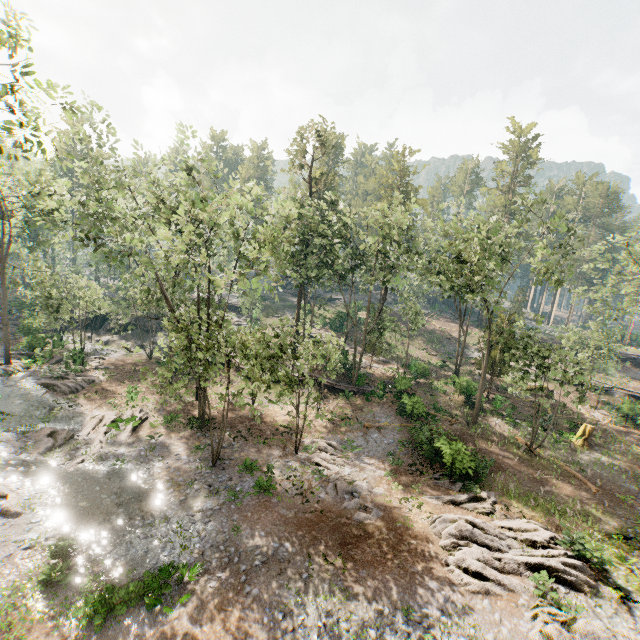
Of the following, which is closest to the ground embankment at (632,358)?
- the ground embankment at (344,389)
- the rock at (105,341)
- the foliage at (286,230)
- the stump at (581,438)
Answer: the foliage at (286,230)

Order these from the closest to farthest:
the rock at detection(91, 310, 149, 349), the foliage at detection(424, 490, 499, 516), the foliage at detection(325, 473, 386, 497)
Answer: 1. the foliage at detection(424, 490, 499, 516)
2. the foliage at detection(325, 473, 386, 497)
3. the rock at detection(91, 310, 149, 349)

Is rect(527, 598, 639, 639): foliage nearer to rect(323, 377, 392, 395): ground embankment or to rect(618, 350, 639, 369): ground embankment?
rect(323, 377, 392, 395): ground embankment

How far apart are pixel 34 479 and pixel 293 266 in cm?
2306

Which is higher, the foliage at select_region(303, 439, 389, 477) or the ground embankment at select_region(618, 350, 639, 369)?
the ground embankment at select_region(618, 350, 639, 369)

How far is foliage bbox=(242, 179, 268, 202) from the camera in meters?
21.9

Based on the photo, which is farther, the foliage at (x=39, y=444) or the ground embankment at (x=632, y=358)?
the ground embankment at (x=632, y=358)

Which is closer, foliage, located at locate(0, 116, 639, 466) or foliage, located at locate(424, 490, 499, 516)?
foliage, located at locate(424, 490, 499, 516)
